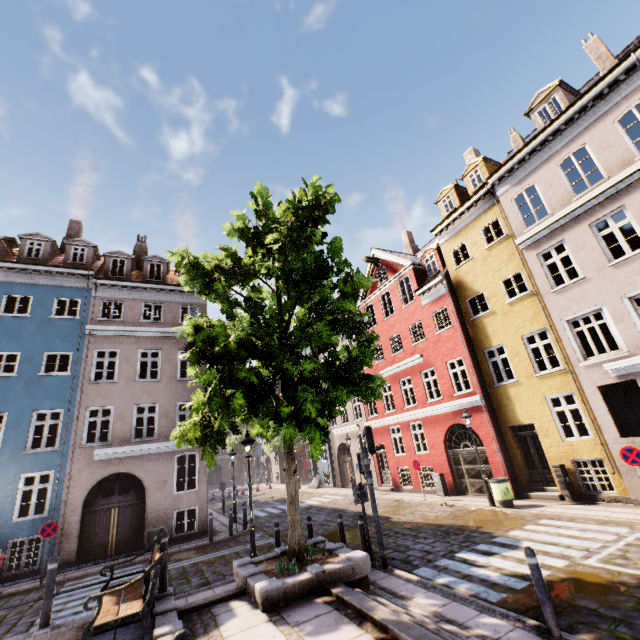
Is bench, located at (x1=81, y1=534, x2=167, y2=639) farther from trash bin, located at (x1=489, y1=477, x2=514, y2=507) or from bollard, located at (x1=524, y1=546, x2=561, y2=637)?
trash bin, located at (x1=489, y1=477, x2=514, y2=507)

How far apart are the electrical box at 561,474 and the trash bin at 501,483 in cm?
163

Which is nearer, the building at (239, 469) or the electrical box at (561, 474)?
the electrical box at (561, 474)

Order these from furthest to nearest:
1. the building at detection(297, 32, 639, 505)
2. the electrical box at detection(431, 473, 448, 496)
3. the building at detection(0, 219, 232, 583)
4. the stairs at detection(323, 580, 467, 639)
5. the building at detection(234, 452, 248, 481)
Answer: the building at detection(234, 452, 248, 481)
the electrical box at detection(431, 473, 448, 496)
the building at detection(0, 219, 232, 583)
the building at detection(297, 32, 639, 505)
the stairs at detection(323, 580, 467, 639)

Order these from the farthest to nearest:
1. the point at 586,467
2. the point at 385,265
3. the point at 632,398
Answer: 1. the point at 385,265
2. the point at 586,467
3. the point at 632,398

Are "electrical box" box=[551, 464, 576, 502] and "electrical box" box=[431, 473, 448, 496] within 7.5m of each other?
yes

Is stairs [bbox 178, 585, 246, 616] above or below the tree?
below

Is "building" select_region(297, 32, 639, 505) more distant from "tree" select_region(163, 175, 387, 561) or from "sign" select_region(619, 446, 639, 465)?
"tree" select_region(163, 175, 387, 561)
